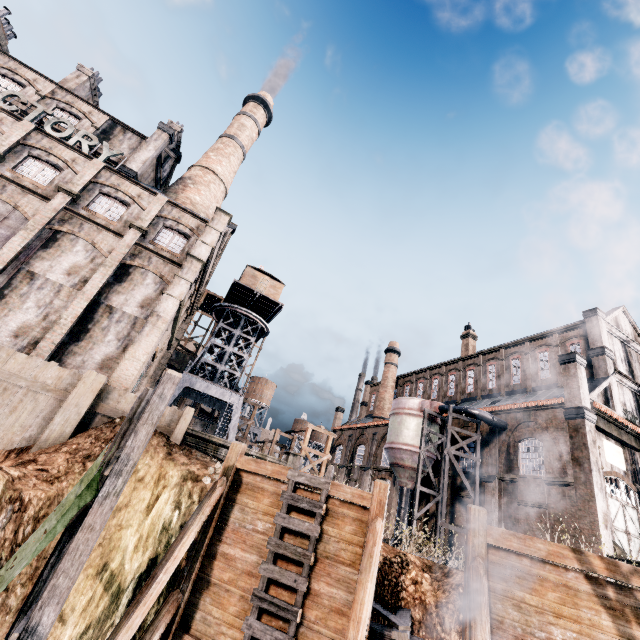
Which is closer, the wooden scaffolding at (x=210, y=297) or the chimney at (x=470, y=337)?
the chimney at (x=470, y=337)

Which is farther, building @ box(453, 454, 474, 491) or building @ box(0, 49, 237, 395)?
building @ box(453, 454, 474, 491)

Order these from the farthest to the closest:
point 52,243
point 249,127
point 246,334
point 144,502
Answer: point 246,334
point 249,127
point 52,243
point 144,502

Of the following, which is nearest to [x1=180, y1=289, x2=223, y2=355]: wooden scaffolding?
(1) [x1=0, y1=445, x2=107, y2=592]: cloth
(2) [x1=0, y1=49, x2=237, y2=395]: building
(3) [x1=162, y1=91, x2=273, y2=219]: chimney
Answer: (2) [x1=0, y1=49, x2=237, y2=395]: building

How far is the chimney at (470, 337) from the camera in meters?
43.5 m

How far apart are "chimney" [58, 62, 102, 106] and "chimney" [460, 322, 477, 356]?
52.74m

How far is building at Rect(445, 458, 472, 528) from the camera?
→ 27.4m

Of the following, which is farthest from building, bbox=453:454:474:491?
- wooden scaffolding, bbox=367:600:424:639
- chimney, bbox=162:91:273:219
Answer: wooden scaffolding, bbox=367:600:424:639
